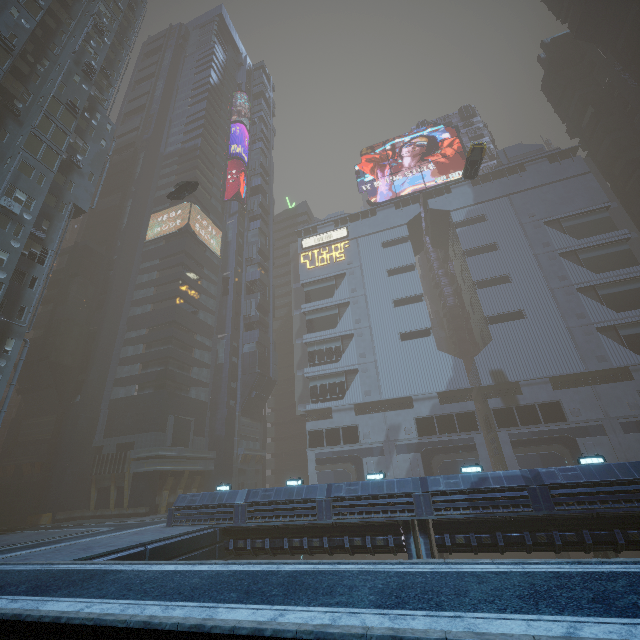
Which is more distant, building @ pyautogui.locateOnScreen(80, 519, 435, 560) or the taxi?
the taxi

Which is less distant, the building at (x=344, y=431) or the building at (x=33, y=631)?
the building at (x=33, y=631)

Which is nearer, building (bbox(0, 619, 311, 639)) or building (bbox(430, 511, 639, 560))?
building (bbox(0, 619, 311, 639))

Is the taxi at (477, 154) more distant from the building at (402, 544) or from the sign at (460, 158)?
the sign at (460, 158)

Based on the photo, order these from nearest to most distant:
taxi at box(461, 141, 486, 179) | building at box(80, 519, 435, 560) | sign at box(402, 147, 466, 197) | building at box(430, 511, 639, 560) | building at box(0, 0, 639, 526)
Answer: building at box(430, 511, 639, 560) → building at box(80, 519, 435, 560) → building at box(0, 0, 639, 526) → taxi at box(461, 141, 486, 179) → sign at box(402, 147, 466, 197)

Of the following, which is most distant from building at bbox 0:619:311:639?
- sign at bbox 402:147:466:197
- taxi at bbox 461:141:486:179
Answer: taxi at bbox 461:141:486:179

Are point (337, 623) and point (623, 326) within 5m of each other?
no
